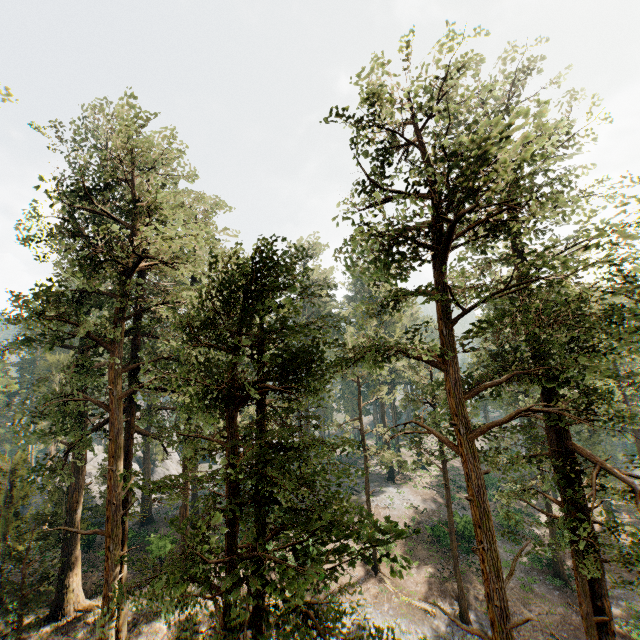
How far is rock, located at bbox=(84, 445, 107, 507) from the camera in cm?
3982

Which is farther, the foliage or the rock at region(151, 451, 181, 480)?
the rock at region(151, 451, 181, 480)

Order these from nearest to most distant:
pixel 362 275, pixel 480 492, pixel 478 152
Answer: pixel 478 152 < pixel 480 492 < pixel 362 275

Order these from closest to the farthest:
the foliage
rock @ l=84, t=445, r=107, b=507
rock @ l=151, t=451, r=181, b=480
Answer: the foliage
rock @ l=84, t=445, r=107, b=507
rock @ l=151, t=451, r=181, b=480

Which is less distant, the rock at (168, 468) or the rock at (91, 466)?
the rock at (91, 466)

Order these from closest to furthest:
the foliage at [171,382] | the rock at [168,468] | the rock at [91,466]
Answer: the foliage at [171,382] → the rock at [91,466] → the rock at [168,468]
